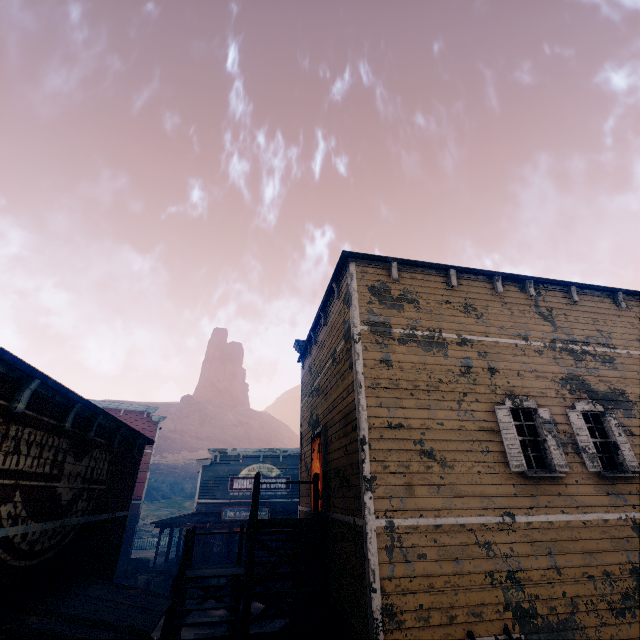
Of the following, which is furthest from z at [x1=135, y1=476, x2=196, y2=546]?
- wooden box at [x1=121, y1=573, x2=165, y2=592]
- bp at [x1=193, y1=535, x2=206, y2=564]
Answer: bp at [x1=193, y1=535, x2=206, y2=564]

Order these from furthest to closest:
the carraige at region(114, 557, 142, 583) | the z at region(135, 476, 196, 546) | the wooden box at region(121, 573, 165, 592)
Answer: the z at region(135, 476, 196, 546), the carraige at region(114, 557, 142, 583), the wooden box at region(121, 573, 165, 592)

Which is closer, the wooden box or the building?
the building

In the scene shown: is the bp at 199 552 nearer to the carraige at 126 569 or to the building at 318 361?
the building at 318 361

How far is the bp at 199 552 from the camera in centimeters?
2355cm

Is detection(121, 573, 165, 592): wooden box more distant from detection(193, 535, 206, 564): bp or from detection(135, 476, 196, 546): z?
detection(193, 535, 206, 564): bp

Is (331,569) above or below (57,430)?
below
